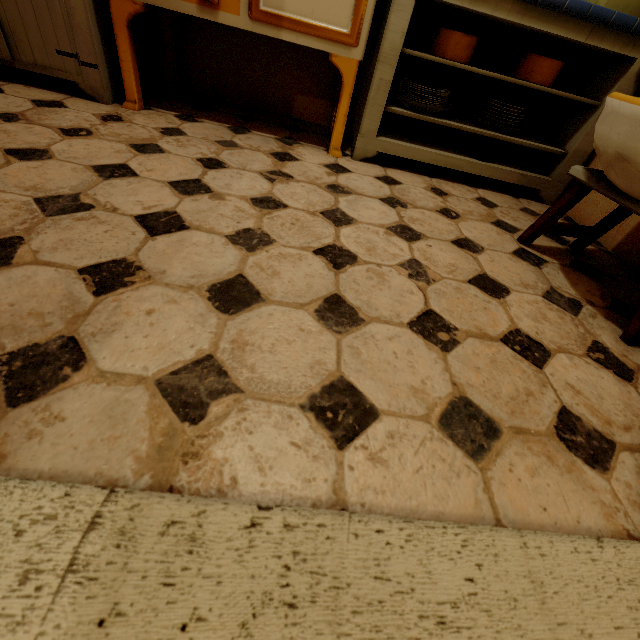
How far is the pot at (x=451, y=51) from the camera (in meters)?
1.55

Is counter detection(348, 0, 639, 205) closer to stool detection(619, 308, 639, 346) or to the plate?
the plate

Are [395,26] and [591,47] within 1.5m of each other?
yes

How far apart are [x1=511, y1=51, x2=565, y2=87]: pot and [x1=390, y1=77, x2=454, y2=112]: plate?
0.32m

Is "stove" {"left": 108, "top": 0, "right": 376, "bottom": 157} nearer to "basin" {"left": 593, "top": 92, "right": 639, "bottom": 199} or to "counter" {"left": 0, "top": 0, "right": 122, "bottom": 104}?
"counter" {"left": 0, "top": 0, "right": 122, "bottom": 104}

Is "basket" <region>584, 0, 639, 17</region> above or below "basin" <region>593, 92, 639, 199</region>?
above

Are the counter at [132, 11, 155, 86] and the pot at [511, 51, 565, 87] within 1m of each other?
no

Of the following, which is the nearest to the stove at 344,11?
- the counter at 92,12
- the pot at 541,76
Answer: the counter at 92,12
